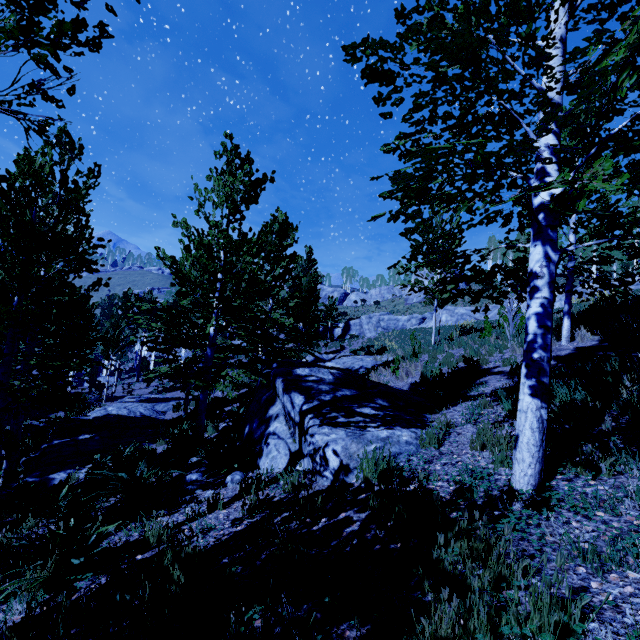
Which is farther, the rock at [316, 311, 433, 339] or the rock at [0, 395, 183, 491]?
the rock at [316, 311, 433, 339]

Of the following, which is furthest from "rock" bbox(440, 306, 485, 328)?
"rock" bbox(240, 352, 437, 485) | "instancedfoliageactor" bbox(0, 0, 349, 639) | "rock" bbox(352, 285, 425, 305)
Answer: "rock" bbox(352, 285, 425, 305)

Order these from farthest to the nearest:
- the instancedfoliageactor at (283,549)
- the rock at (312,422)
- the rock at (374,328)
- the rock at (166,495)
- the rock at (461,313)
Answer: the rock at (374,328), the rock at (461,313), the rock at (166,495), the rock at (312,422), the instancedfoliageactor at (283,549)

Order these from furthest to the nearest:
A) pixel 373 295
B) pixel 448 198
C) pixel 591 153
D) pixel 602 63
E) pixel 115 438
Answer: pixel 373 295 → pixel 448 198 → pixel 115 438 → pixel 591 153 → pixel 602 63

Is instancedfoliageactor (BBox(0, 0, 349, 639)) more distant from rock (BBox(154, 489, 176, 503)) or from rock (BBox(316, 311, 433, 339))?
rock (BBox(316, 311, 433, 339))

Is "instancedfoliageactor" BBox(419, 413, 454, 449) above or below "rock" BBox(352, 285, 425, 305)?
below

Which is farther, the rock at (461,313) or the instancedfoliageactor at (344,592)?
the rock at (461,313)

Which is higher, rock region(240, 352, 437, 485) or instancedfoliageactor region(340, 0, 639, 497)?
instancedfoliageactor region(340, 0, 639, 497)
